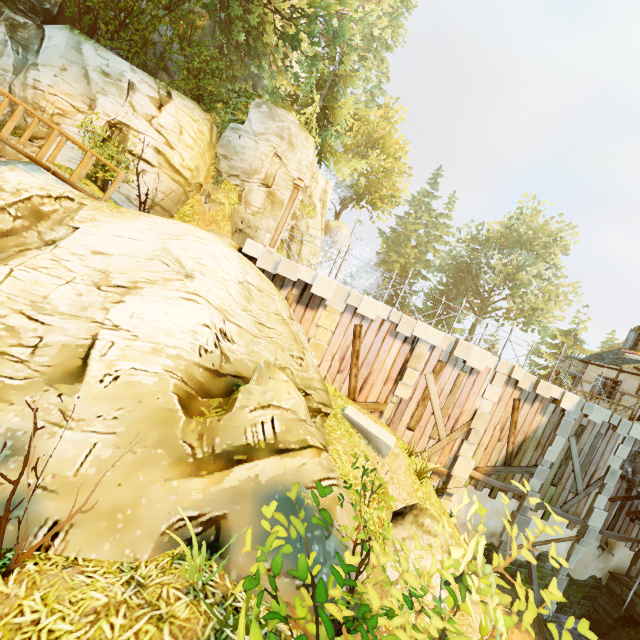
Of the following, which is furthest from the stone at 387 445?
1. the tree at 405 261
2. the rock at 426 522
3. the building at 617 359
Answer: the building at 617 359

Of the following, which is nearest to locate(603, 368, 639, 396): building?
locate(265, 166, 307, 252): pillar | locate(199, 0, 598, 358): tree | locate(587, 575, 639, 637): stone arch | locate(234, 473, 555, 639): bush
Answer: locate(587, 575, 639, 637): stone arch

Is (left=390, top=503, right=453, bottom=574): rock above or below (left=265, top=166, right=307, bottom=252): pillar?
below

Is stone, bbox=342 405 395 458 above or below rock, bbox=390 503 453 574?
above

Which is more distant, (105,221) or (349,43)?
(349,43)

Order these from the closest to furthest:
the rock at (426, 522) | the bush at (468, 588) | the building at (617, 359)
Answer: the bush at (468, 588) → the rock at (426, 522) → the building at (617, 359)

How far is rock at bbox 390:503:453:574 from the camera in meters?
5.9

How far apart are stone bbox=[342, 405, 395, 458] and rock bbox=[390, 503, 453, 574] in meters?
2.1 m
